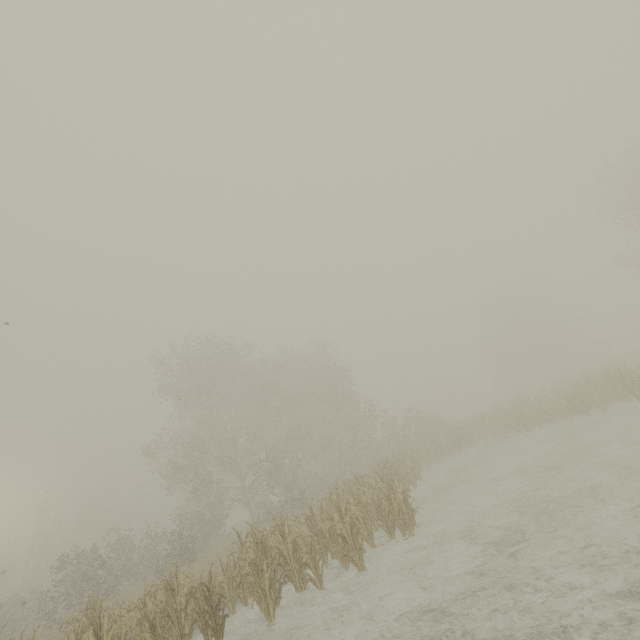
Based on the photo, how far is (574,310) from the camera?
45.4 meters
